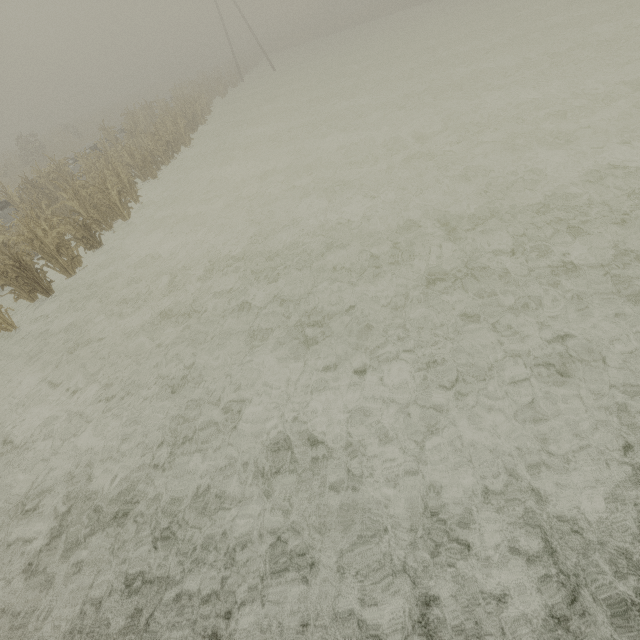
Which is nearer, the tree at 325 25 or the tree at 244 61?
the tree at 244 61

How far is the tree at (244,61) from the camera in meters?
39.9 m

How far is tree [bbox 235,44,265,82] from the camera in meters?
39.9 m

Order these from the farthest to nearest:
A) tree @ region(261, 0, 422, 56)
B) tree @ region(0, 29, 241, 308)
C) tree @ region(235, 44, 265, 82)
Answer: tree @ region(261, 0, 422, 56) < tree @ region(235, 44, 265, 82) < tree @ region(0, 29, 241, 308)

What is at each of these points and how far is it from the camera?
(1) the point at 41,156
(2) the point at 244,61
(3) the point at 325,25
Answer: (1) tree, 27.0m
(2) tree, 43.9m
(3) tree, 48.6m

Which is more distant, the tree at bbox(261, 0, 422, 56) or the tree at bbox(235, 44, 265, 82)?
the tree at bbox(261, 0, 422, 56)
